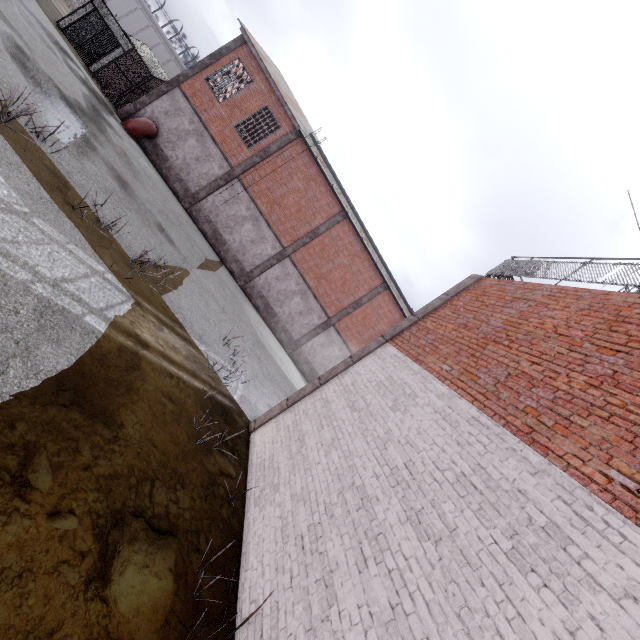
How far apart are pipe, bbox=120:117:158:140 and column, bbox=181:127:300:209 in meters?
3.7 m

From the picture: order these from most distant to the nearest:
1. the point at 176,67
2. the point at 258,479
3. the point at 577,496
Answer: the point at 176,67, the point at 258,479, the point at 577,496

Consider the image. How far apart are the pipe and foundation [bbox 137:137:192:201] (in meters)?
0.05

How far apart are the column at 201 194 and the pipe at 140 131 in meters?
3.7 m

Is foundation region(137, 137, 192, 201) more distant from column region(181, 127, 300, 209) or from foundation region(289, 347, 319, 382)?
foundation region(289, 347, 319, 382)

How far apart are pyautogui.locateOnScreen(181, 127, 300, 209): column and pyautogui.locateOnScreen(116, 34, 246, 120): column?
5.3m

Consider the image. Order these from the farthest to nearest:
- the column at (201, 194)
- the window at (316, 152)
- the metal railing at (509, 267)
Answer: the window at (316, 152)
the column at (201, 194)
the metal railing at (509, 267)

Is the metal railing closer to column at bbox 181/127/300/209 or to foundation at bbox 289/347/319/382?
foundation at bbox 289/347/319/382
